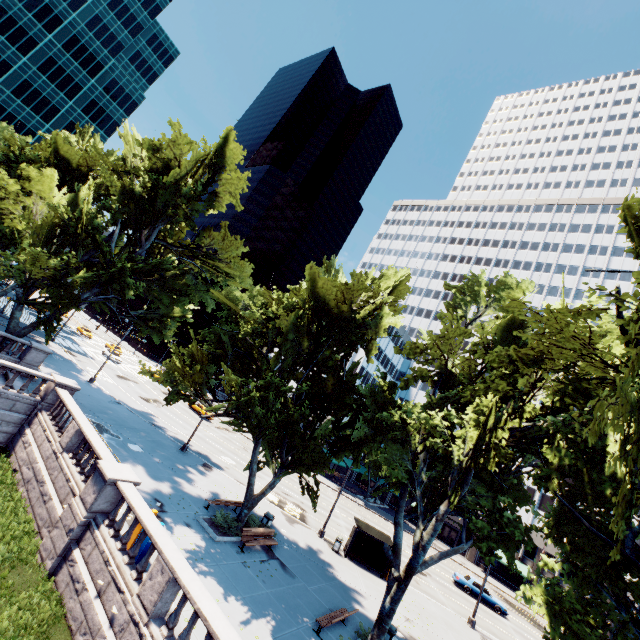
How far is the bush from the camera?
17.47m

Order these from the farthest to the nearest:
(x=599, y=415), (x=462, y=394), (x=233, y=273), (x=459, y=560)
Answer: (x=459, y=560) → (x=233, y=273) → (x=462, y=394) → (x=599, y=415)

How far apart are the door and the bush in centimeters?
5058cm

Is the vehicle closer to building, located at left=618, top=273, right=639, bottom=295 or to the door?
building, located at left=618, top=273, right=639, bottom=295

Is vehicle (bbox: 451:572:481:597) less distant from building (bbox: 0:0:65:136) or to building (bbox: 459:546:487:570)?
building (bbox: 459:546:487:570)

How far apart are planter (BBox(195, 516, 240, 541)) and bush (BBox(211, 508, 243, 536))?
0.15m

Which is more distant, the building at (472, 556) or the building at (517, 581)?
the building at (472, 556)

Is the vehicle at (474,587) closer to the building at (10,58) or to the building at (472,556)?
the building at (472,556)
